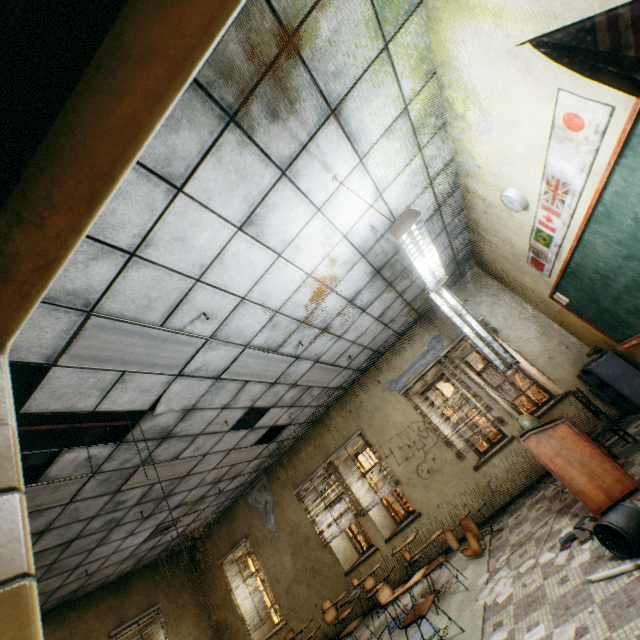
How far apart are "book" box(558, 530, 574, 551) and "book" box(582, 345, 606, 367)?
2.9m

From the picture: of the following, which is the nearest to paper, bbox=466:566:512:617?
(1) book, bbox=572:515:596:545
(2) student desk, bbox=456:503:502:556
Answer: (1) book, bbox=572:515:596:545

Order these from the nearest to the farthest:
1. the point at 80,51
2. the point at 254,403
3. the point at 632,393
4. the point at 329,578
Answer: the point at 80,51, the point at 632,393, the point at 254,403, the point at 329,578

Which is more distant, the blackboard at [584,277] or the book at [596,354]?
the book at [596,354]

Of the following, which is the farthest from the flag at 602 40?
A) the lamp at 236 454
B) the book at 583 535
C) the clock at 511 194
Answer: the lamp at 236 454

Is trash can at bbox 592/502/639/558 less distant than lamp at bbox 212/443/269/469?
Yes

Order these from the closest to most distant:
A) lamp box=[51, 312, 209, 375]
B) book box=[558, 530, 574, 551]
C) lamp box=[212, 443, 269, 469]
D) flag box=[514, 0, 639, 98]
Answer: flag box=[514, 0, 639, 98], lamp box=[51, 312, 209, 375], book box=[558, 530, 574, 551], lamp box=[212, 443, 269, 469]

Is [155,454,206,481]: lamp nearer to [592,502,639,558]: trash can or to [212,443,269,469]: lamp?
[212,443,269,469]: lamp
